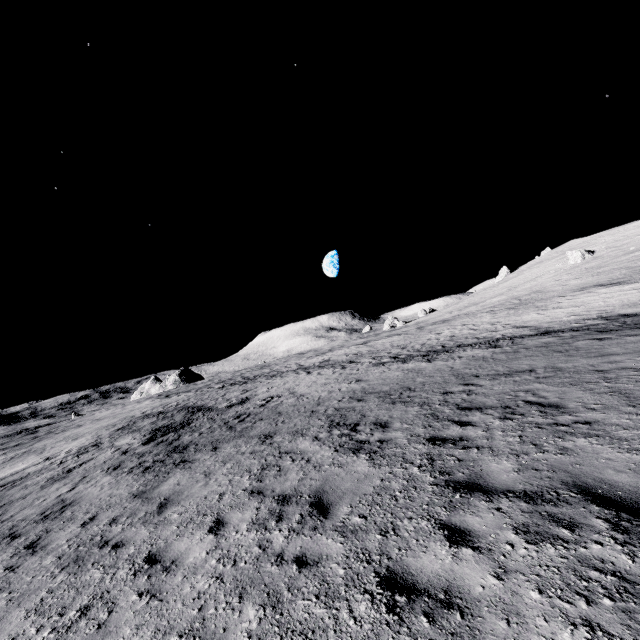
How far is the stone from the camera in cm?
5000

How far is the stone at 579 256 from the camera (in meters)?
50.00

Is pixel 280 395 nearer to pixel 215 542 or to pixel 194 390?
pixel 215 542
